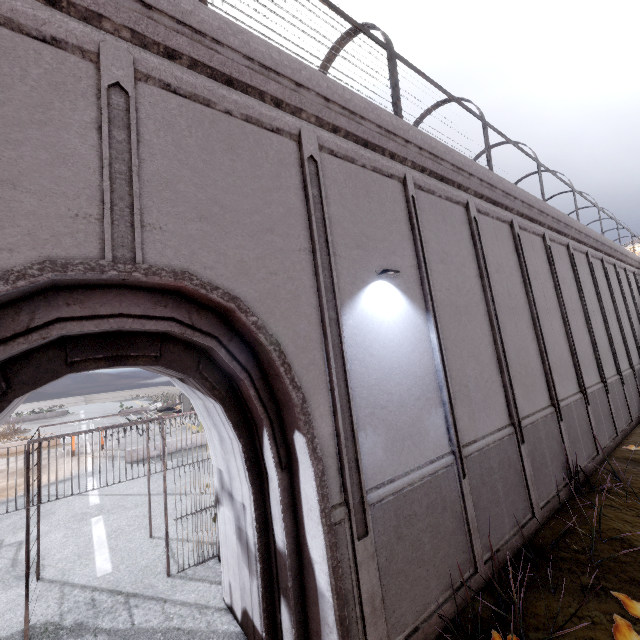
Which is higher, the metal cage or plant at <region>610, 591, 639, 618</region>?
the metal cage

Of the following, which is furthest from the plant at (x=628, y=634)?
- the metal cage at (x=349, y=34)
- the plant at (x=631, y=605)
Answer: the metal cage at (x=349, y=34)

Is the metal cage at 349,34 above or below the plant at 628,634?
above

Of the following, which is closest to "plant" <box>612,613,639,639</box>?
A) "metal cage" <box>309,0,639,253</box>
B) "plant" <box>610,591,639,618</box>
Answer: "plant" <box>610,591,639,618</box>

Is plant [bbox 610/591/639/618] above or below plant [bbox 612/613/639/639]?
below

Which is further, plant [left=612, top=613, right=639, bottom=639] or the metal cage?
the metal cage

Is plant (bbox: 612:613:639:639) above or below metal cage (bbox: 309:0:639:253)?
below

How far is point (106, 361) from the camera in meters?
3.6
